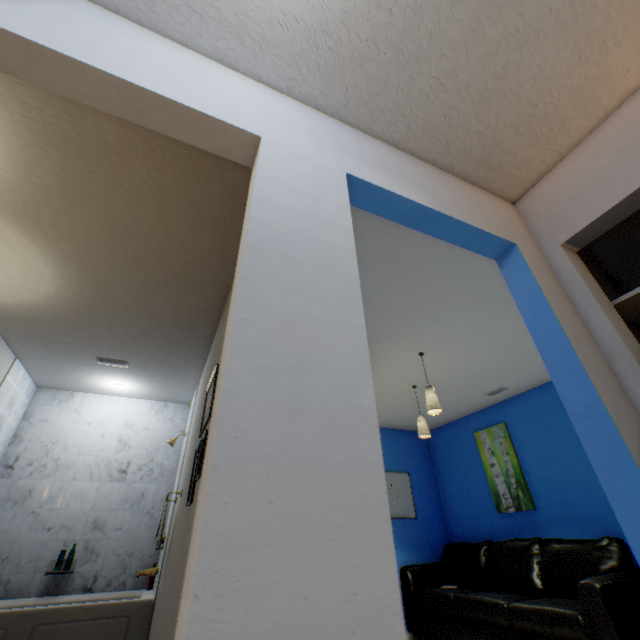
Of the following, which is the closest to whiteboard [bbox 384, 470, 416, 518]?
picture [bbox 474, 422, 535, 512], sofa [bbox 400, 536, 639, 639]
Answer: sofa [bbox 400, 536, 639, 639]

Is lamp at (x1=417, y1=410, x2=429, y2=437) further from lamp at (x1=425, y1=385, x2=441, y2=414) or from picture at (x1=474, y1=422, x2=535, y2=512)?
picture at (x1=474, y1=422, x2=535, y2=512)

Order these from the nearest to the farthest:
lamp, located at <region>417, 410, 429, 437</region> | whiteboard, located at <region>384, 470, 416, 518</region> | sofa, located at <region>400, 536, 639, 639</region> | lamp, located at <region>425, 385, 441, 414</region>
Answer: sofa, located at <region>400, 536, 639, 639</region>
lamp, located at <region>425, 385, 441, 414</region>
lamp, located at <region>417, 410, 429, 437</region>
whiteboard, located at <region>384, 470, 416, 518</region>

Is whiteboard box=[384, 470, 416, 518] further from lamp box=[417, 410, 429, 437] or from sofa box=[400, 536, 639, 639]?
lamp box=[417, 410, 429, 437]

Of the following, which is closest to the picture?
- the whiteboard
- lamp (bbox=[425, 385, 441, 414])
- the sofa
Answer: the sofa

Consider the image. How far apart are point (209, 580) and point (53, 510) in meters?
4.0

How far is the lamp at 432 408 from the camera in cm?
283

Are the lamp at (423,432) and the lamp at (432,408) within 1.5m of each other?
yes
